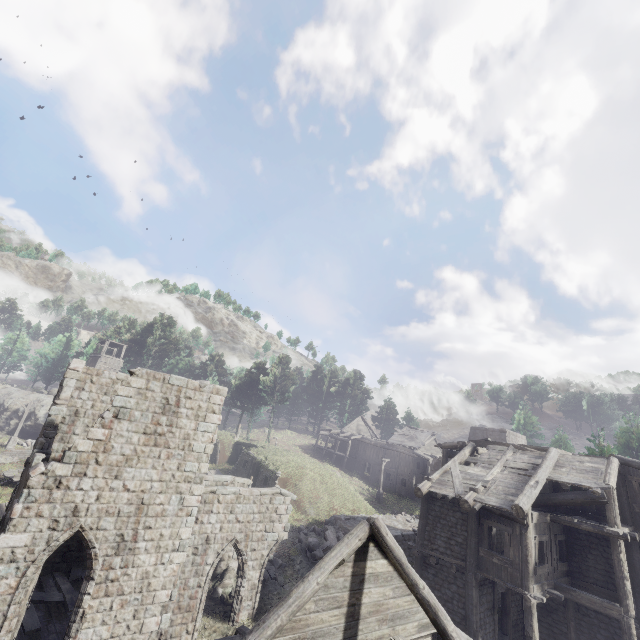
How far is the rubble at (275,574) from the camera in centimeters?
1730cm

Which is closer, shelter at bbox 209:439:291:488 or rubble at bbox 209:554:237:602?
rubble at bbox 209:554:237:602

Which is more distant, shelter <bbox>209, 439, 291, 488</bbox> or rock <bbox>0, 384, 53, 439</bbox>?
rock <bbox>0, 384, 53, 439</bbox>

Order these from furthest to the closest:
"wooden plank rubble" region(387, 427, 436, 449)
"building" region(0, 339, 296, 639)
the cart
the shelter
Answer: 1. "wooden plank rubble" region(387, 427, 436, 449)
2. the shelter
3. the cart
4. "building" region(0, 339, 296, 639)

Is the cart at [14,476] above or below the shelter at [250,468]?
below

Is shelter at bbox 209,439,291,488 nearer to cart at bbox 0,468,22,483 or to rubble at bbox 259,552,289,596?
rubble at bbox 259,552,289,596

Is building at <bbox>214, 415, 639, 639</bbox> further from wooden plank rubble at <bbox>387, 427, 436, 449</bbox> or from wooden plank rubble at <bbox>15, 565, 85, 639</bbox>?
wooden plank rubble at <bbox>387, 427, 436, 449</bbox>

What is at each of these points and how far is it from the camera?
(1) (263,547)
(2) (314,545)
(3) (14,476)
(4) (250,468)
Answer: (1) building, 16.4 meters
(2) rubble, 21.0 meters
(3) cart, 24.0 meters
(4) shelter, 32.2 meters
